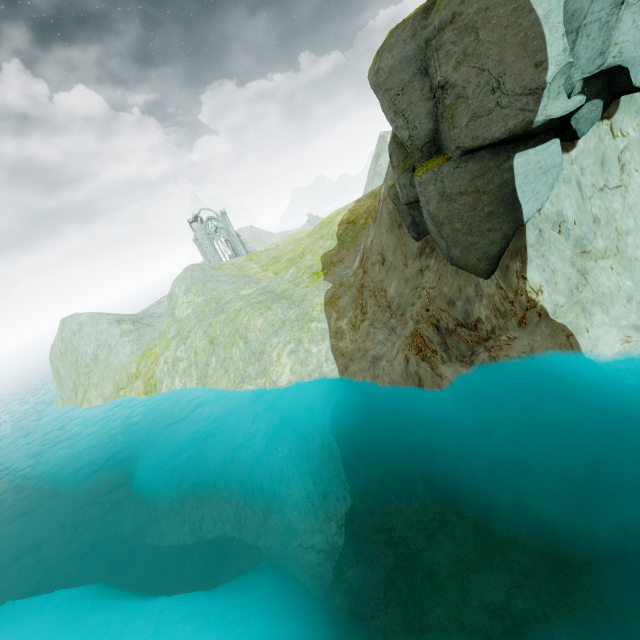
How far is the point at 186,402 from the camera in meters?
25.5 m

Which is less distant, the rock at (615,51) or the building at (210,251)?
the rock at (615,51)

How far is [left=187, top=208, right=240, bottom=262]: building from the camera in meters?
57.2

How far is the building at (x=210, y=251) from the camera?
57.2 meters

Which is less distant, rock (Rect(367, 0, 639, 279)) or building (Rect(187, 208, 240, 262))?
rock (Rect(367, 0, 639, 279))
